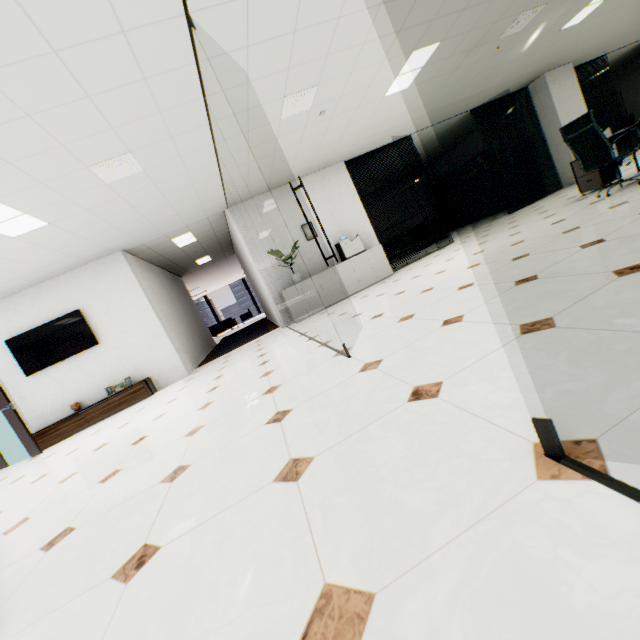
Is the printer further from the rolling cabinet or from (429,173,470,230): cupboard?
(429,173,470,230): cupboard

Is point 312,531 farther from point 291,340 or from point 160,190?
point 160,190

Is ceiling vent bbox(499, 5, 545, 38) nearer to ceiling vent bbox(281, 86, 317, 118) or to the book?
ceiling vent bbox(281, 86, 317, 118)

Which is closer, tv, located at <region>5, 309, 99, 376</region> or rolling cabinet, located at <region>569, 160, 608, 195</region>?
rolling cabinet, located at <region>569, 160, 608, 195</region>

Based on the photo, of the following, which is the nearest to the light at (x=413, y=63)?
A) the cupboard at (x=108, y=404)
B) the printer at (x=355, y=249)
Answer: the printer at (x=355, y=249)

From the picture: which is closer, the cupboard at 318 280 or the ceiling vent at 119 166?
the ceiling vent at 119 166

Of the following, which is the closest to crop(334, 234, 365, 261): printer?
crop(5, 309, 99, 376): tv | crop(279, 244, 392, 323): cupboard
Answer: crop(279, 244, 392, 323): cupboard

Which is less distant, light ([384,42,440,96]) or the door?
light ([384,42,440,96])
